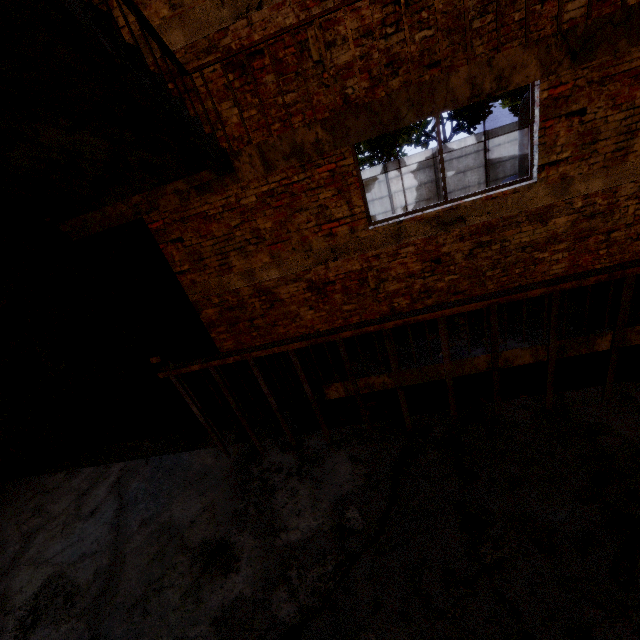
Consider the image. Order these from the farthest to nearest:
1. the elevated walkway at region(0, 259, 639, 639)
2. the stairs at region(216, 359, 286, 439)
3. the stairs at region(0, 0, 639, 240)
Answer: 1. the stairs at region(216, 359, 286, 439)
2. the stairs at region(0, 0, 639, 240)
3. the elevated walkway at region(0, 259, 639, 639)

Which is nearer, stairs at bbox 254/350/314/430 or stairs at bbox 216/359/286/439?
stairs at bbox 216/359/286/439

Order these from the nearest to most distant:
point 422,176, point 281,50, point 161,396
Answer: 1. point 281,50
2. point 161,396
3. point 422,176

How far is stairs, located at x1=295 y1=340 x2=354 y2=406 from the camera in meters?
5.0 m

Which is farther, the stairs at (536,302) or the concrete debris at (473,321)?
the concrete debris at (473,321)

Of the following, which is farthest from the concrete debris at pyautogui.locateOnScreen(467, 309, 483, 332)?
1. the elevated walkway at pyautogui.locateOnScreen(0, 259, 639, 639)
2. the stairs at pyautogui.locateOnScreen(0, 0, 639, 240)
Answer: the elevated walkway at pyautogui.locateOnScreen(0, 259, 639, 639)

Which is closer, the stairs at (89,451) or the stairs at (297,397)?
the stairs at (89,451)
